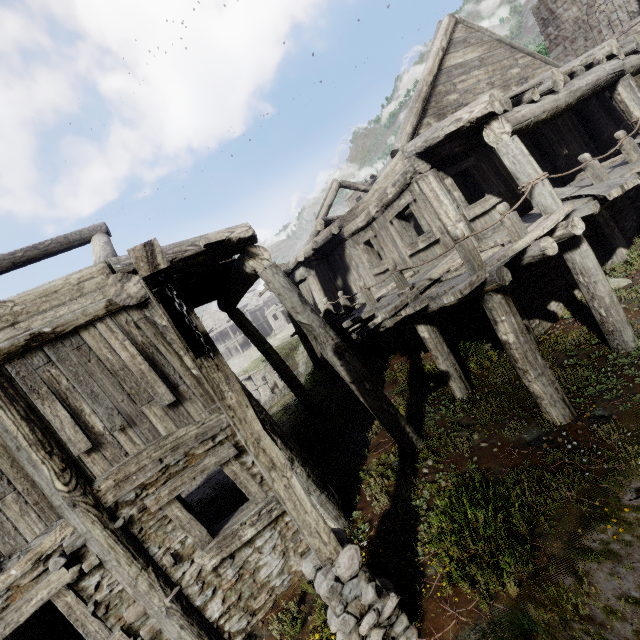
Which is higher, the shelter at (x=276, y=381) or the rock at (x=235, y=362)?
the rock at (x=235, y=362)

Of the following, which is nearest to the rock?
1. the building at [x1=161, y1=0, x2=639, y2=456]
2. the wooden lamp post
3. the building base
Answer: the building at [x1=161, y1=0, x2=639, y2=456]

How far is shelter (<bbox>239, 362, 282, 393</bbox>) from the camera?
27.91m

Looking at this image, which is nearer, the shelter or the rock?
the shelter

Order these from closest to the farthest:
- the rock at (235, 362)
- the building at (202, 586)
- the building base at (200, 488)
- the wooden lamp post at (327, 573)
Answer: the wooden lamp post at (327, 573) < the building at (202, 586) < the building base at (200, 488) < the rock at (235, 362)

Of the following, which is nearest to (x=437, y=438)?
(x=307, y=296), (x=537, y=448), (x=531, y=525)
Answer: (x=537, y=448)

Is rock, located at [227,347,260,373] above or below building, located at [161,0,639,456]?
below

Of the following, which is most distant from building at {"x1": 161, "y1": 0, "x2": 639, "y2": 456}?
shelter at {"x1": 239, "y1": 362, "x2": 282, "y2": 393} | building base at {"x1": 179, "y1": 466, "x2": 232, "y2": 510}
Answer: shelter at {"x1": 239, "y1": 362, "x2": 282, "y2": 393}
